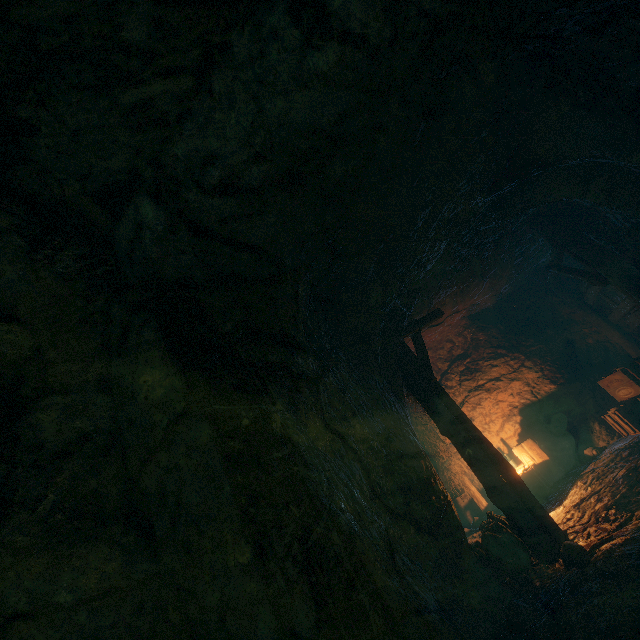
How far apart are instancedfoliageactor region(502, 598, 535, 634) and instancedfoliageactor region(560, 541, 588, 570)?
0.68m

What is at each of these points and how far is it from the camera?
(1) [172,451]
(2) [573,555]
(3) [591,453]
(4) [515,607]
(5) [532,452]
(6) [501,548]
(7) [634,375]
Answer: (1) cave, 2.51m
(2) instancedfoliageactor, 4.04m
(3) instancedfoliageactor, 7.66m
(4) instancedfoliageactor, 3.73m
(5) wooden box, 8.41m
(6) burlap sack, 4.78m
(7) wooden box, 7.05m

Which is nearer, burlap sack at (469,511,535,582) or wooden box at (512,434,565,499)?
burlap sack at (469,511,535,582)

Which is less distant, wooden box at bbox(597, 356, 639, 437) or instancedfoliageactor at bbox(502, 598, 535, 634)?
instancedfoliageactor at bbox(502, 598, 535, 634)

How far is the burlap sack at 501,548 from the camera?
4.6m

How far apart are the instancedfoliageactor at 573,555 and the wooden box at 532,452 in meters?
3.9

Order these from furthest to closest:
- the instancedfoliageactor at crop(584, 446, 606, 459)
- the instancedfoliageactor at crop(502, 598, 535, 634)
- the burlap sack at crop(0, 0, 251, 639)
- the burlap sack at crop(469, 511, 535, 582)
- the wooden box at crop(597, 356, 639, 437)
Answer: the instancedfoliageactor at crop(584, 446, 606, 459), the wooden box at crop(597, 356, 639, 437), the burlap sack at crop(469, 511, 535, 582), the instancedfoliageactor at crop(502, 598, 535, 634), the burlap sack at crop(0, 0, 251, 639)

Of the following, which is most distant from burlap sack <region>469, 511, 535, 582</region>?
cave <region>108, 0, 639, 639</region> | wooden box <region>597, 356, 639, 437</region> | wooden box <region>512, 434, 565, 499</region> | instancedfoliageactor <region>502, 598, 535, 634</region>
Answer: wooden box <region>512, 434, 565, 499</region>
